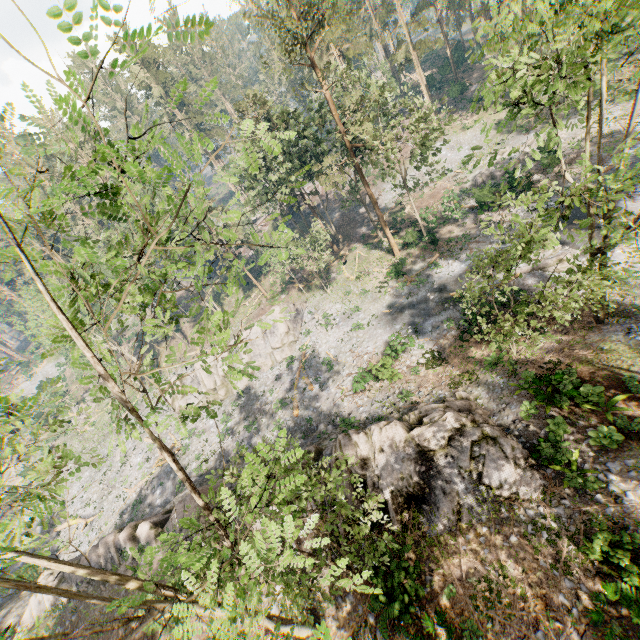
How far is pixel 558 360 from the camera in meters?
17.7 m

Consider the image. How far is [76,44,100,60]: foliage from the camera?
2.4m

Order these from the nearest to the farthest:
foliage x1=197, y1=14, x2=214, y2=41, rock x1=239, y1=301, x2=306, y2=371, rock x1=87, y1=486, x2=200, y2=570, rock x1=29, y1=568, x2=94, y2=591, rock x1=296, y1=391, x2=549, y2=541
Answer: foliage x1=197, y1=14, x2=214, y2=41
rock x1=296, y1=391, x2=549, y2=541
rock x1=87, y1=486, x2=200, y2=570
rock x1=29, y1=568, x2=94, y2=591
rock x1=239, y1=301, x2=306, y2=371

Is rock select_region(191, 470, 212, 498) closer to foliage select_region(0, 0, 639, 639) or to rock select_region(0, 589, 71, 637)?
rock select_region(0, 589, 71, 637)

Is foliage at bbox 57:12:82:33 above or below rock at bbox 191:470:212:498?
above

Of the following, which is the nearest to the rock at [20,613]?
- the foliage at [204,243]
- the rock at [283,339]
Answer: Result: the rock at [283,339]
